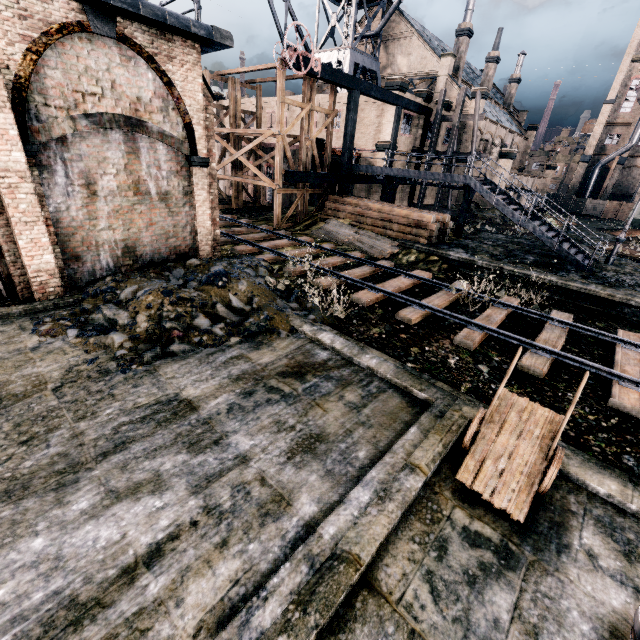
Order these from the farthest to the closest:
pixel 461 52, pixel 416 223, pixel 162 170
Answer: pixel 461 52, pixel 416 223, pixel 162 170

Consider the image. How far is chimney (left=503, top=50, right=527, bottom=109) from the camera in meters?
52.5 m

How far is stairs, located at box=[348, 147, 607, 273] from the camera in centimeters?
1738cm

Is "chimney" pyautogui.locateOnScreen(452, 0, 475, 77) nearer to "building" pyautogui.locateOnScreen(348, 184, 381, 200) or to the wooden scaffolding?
"building" pyautogui.locateOnScreen(348, 184, 381, 200)

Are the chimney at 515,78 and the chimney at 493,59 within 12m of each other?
yes

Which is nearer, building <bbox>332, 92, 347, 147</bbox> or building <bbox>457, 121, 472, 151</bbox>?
building <bbox>332, 92, 347, 147</bbox>

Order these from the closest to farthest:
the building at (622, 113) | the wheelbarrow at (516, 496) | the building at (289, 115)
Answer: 1. the wheelbarrow at (516, 496)
2. the building at (289, 115)
3. the building at (622, 113)

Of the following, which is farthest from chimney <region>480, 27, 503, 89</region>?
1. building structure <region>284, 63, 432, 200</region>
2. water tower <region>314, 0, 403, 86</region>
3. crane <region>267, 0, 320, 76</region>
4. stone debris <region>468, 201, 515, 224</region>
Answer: crane <region>267, 0, 320, 76</region>
